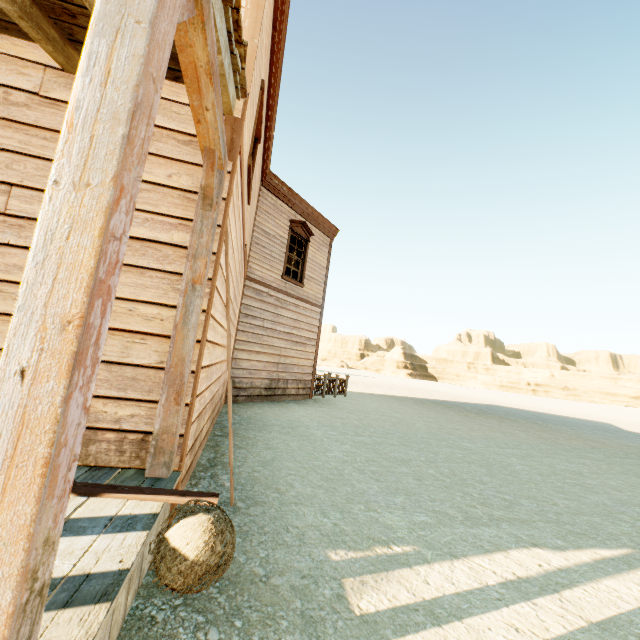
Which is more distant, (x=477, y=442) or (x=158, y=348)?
(x=477, y=442)

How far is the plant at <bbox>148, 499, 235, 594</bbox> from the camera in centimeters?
173cm

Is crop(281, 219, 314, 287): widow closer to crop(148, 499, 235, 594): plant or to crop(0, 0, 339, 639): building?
crop(0, 0, 339, 639): building

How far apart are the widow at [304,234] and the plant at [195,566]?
9.13m

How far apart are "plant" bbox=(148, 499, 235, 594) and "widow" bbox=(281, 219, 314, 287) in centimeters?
913cm

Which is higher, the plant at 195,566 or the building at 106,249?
the building at 106,249

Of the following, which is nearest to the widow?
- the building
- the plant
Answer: the building
